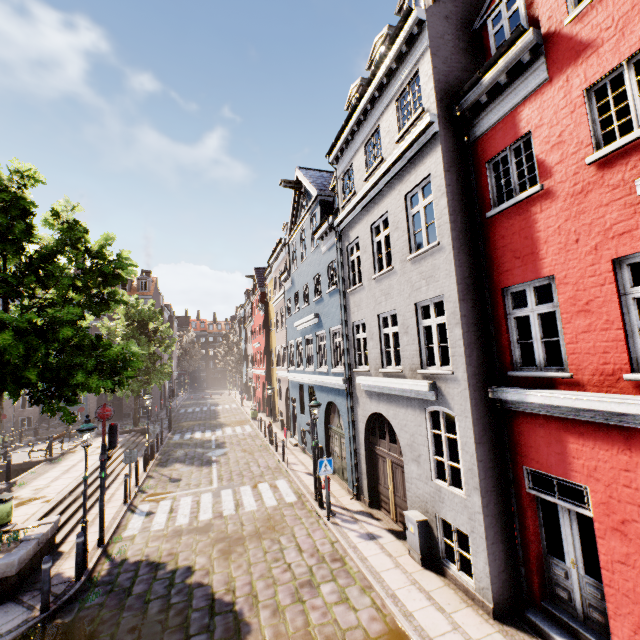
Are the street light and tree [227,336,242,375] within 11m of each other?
no

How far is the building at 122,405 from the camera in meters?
33.3

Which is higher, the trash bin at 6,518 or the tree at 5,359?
the tree at 5,359

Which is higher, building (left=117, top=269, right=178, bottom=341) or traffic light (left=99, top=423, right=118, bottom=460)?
building (left=117, top=269, right=178, bottom=341)

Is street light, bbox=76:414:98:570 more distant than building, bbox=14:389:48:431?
No

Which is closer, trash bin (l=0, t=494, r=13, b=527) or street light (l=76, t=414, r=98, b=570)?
street light (l=76, t=414, r=98, b=570)

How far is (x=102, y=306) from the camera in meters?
11.4 m

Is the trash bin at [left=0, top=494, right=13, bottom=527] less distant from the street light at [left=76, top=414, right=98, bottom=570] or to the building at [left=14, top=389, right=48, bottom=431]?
the street light at [left=76, top=414, right=98, bottom=570]
